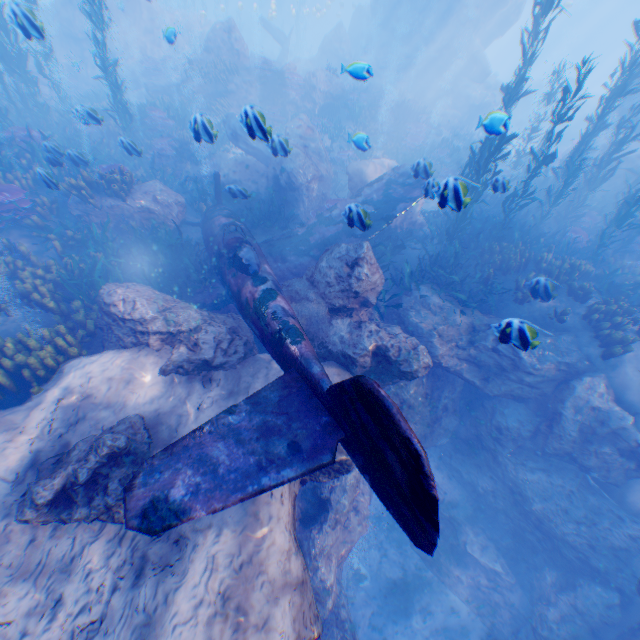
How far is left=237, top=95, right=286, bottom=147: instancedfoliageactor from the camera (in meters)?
4.81

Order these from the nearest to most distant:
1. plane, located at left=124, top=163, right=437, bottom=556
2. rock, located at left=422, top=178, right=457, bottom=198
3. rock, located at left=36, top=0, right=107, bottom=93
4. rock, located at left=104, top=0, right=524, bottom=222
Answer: plane, located at left=124, top=163, right=437, bottom=556 → rock, located at left=422, top=178, right=457, bottom=198 → rock, located at left=104, top=0, right=524, bottom=222 → rock, located at left=36, top=0, right=107, bottom=93

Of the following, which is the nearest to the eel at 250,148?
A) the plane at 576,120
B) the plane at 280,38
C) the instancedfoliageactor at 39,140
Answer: the instancedfoliageactor at 39,140

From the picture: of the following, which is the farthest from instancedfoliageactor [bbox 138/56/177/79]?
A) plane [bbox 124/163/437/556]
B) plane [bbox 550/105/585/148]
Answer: plane [bbox 550/105/585/148]

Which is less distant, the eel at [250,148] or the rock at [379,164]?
the eel at [250,148]

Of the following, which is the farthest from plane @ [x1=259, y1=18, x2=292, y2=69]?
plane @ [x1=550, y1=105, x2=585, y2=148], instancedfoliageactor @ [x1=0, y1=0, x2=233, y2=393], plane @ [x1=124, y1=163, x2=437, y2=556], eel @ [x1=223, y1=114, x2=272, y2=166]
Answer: plane @ [x1=550, y1=105, x2=585, y2=148]

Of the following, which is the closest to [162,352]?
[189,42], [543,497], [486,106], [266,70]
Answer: [543,497]
